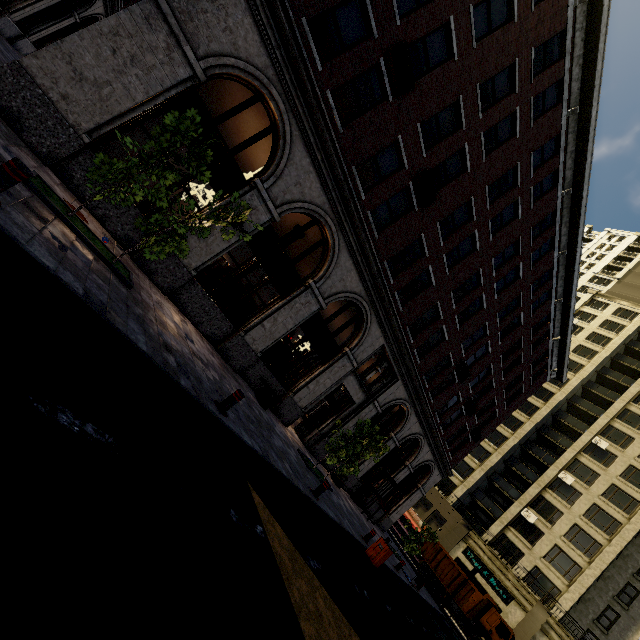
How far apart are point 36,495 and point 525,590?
40.93m

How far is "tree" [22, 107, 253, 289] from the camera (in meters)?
5.82

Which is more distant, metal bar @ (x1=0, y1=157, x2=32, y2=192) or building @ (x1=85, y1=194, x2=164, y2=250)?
building @ (x1=85, y1=194, x2=164, y2=250)

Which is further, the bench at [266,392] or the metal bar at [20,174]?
the bench at [266,392]

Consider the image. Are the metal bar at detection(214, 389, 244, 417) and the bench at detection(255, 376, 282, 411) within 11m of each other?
yes

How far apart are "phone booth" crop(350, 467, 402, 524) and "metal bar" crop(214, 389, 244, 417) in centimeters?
1569cm

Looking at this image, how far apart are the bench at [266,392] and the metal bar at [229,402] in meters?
4.8

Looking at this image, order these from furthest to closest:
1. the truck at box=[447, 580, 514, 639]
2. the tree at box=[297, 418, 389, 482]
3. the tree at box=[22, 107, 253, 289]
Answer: the truck at box=[447, 580, 514, 639], the tree at box=[297, 418, 389, 482], the tree at box=[22, 107, 253, 289]
